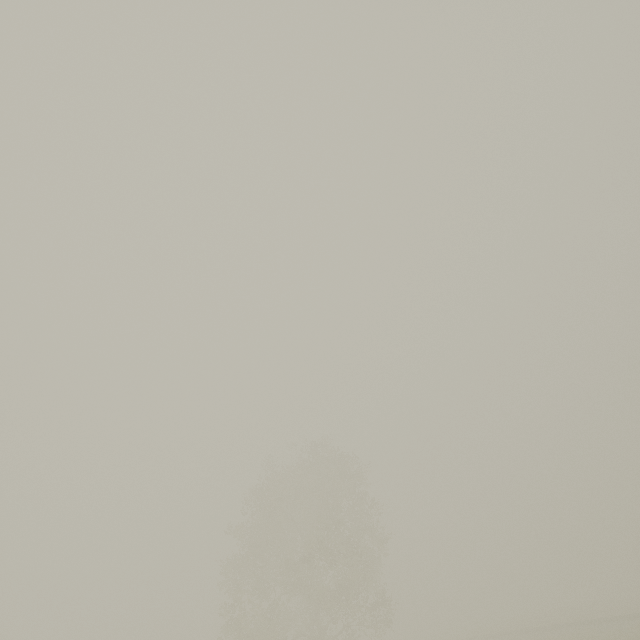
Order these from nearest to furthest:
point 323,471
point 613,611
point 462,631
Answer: point 323,471 → point 613,611 → point 462,631
